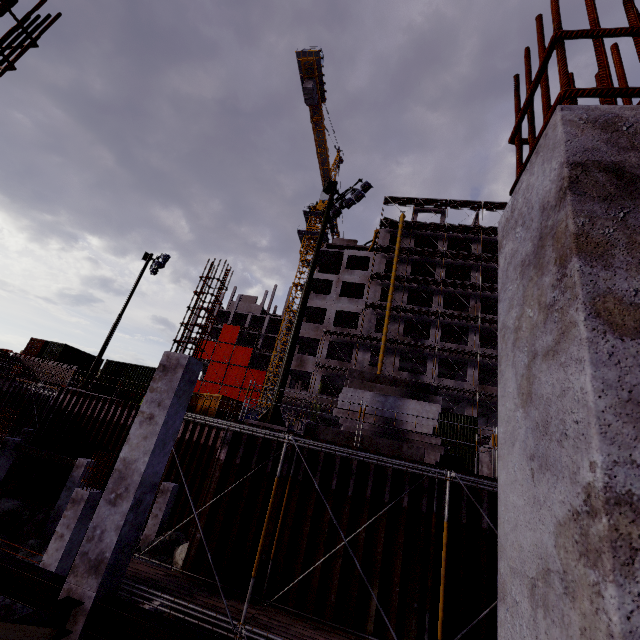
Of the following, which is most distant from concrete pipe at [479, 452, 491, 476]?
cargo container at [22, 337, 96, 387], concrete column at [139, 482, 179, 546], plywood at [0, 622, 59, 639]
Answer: cargo container at [22, 337, 96, 387]

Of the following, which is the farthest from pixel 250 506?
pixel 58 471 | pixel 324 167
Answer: pixel 324 167

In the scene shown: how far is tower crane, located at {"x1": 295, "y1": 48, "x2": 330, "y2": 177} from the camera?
43.0 meters

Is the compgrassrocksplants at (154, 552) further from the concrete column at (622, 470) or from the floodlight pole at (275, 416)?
the concrete column at (622, 470)

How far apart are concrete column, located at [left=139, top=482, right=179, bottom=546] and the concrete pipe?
13.4m

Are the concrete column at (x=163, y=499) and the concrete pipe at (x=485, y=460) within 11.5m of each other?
no

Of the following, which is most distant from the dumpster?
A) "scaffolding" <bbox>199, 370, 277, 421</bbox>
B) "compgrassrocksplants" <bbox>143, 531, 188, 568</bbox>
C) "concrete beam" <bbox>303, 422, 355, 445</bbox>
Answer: "scaffolding" <bbox>199, 370, 277, 421</bbox>

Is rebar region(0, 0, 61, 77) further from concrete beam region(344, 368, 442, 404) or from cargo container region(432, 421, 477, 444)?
cargo container region(432, 421, 477, 444)
